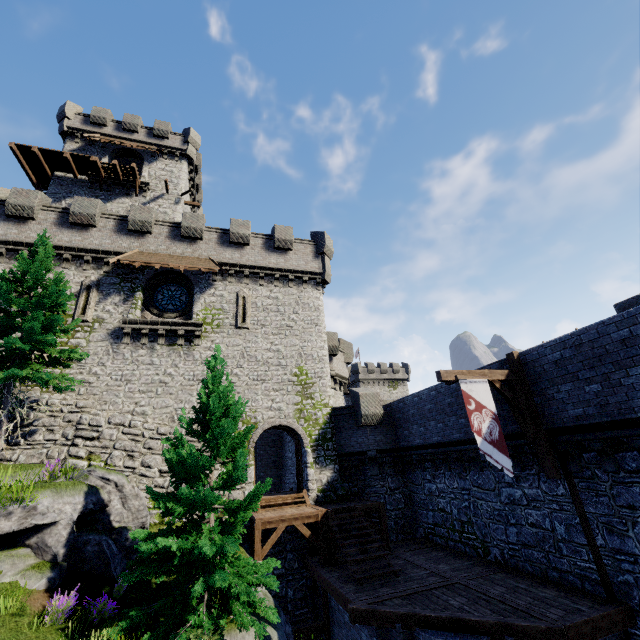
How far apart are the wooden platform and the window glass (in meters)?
13.10

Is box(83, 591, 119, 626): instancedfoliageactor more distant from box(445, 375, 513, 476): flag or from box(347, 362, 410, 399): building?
box(347, 362, 410, 399): building

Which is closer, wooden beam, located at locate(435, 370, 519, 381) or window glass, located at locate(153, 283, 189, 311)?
wooden beam, located at locate(435, 370, 519, 381)

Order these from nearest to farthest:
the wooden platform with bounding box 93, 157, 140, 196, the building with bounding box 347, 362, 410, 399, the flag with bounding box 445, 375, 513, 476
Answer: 1. the flag with bounding box 445, 375, 513, 476
2. the wooden platform with bounding box 93, 157, 140, 196
3. the building with bounding box 347, 362, 410, 399

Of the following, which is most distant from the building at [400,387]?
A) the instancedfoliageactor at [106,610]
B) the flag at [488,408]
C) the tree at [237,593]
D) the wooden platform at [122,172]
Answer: the instancedfoliageactor at [106,610]

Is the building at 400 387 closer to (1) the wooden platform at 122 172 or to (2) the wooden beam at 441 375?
(1) the wooden platform at 122 172

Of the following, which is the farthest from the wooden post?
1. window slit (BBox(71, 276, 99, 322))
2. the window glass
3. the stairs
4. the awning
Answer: window slit (BBox(71, 276, 99, 322))

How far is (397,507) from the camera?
17.4 meters
